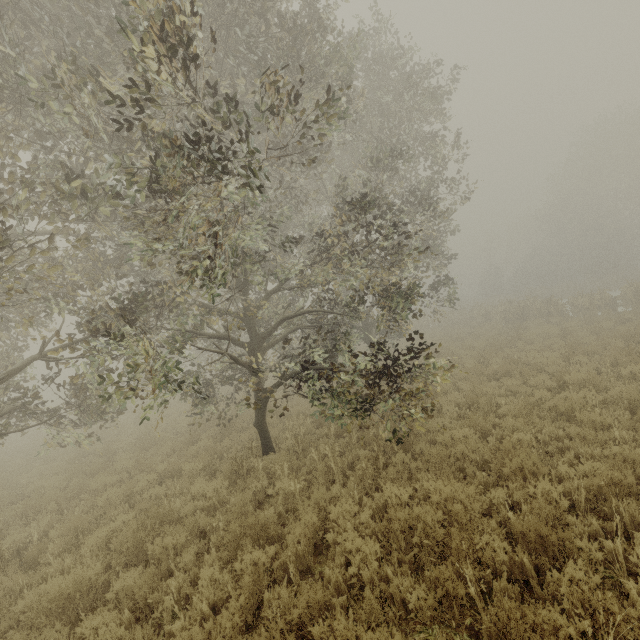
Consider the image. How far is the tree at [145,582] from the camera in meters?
4.7 m

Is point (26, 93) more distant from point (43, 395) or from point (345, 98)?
point (43, 395)

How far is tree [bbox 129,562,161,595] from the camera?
4.69m
